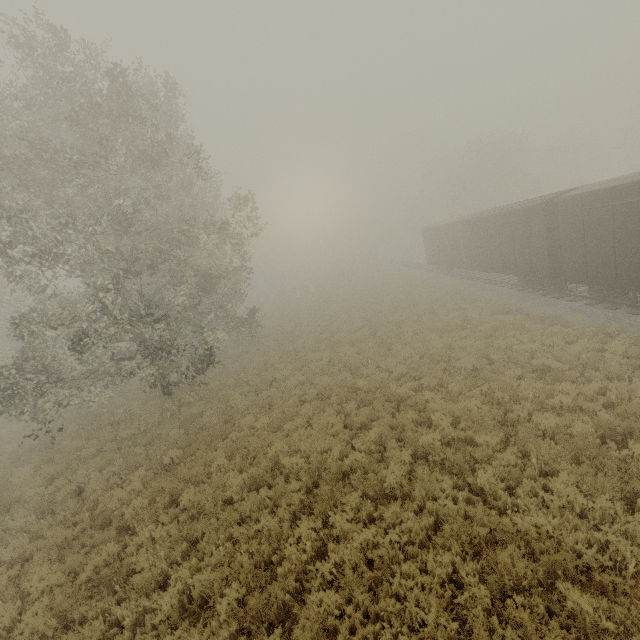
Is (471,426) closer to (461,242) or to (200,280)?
(200,280)

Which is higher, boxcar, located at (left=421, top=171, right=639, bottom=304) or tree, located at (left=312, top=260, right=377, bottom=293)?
boxcar, located at (left=421, top=171, right=639, bottom=304)

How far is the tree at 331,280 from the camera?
48.3m

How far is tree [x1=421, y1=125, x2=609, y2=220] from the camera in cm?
3669

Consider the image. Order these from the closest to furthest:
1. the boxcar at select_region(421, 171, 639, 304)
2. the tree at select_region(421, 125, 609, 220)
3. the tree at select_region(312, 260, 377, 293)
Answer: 1. the boxcar at select_region(421, 171, 639, 304)
2. the tree at select_region(421, 125, 609, 220)
3. the tree at select_region(312, 260, 377, 293)

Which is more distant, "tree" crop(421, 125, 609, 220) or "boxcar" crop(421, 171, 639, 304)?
"tree" crop(421, 125, 609, 220)

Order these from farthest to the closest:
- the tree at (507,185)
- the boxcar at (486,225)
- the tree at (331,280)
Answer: the tree at (331,280) < the tree at (507,185) < the boxcar at (486,225)
